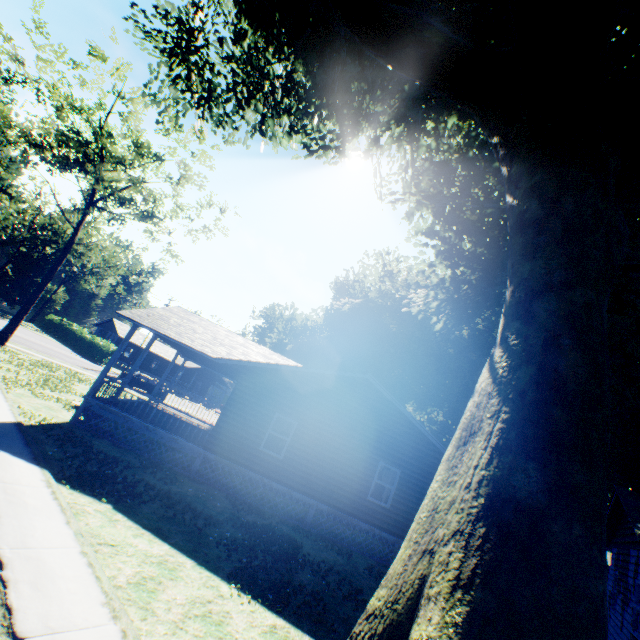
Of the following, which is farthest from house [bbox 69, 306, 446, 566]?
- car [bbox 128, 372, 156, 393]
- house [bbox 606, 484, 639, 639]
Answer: A: car [bbox 128, 372, 156, 393]

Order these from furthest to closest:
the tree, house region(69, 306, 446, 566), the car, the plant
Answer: the car → the tree → house region(69, 306, 446, 566) → the plant

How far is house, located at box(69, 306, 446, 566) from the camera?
12.86m

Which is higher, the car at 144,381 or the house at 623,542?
the house at 623,542

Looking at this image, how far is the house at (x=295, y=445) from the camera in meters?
12.9

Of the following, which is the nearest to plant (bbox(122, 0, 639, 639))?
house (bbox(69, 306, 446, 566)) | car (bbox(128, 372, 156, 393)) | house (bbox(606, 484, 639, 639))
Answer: house (bbox(69, 306, 446, 566))

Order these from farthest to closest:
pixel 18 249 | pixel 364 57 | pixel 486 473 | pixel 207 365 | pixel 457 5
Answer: pixel 18 249, pixel 207 365, pixel 364 57, pixel 457 5, pixel 486 473

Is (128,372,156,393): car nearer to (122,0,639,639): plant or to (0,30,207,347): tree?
(0,30,207,347): tree
